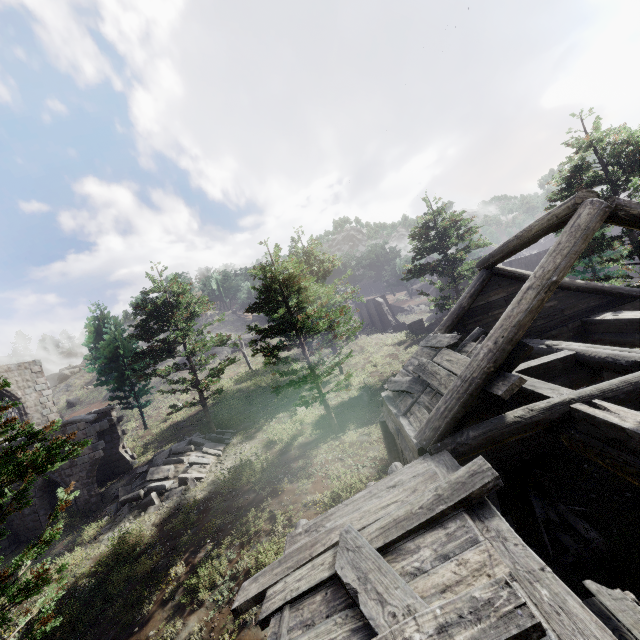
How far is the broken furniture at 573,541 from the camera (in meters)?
Answer: 6.55

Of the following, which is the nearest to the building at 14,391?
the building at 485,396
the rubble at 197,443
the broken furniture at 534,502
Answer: the rubble at 197,443

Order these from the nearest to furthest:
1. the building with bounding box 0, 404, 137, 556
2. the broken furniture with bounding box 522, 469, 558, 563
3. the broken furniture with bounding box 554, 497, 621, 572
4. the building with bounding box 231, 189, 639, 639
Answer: the building with bounding box 231, 189, 639, 639 < the broken furniture with bounding box 554, 497, 621, 572 < the broken furniture with bounding box 522, 469, 558, 563 < the building with bounding box 0, 404, 137, 556

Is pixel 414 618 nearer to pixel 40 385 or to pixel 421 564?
pixel 421 564

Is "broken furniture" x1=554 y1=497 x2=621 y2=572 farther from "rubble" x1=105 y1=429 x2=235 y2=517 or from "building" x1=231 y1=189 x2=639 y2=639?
"rubble" x1=105 y1=429 x2=235 y2=517

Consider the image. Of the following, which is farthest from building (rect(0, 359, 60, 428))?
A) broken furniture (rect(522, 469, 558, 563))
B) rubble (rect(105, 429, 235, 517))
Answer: broken furniture (rect(522, 469, 558, 563))

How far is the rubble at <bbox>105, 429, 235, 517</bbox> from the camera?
15.2 meters

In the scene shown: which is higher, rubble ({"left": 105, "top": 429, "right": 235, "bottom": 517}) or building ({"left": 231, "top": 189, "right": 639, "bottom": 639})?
building ({"left": 231, "top": 189, "right": 639, "bottom": 639})
